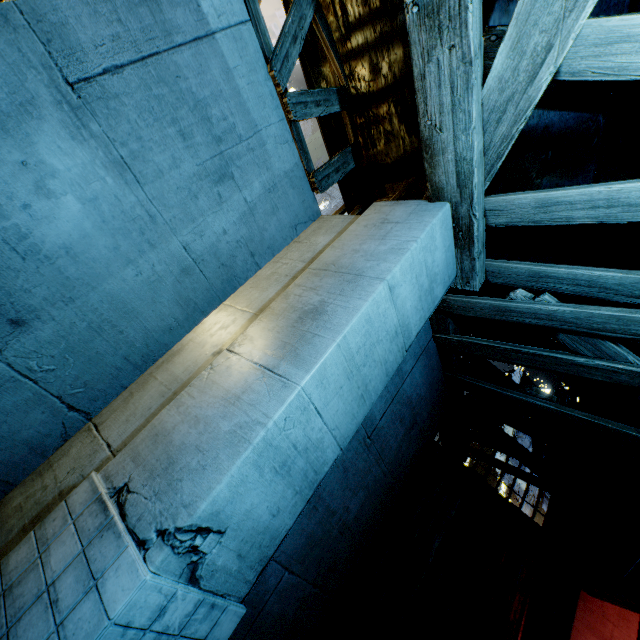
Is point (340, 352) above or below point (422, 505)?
below
